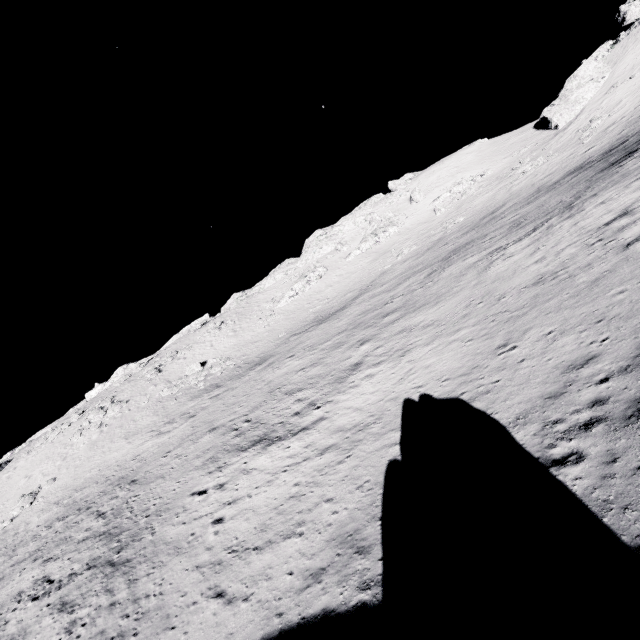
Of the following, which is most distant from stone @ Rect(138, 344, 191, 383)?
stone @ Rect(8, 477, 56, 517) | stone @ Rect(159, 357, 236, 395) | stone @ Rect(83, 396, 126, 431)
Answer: stone @ Rect(8, 477, 56, 517)

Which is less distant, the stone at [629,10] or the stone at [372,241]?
the stone at [629,10]

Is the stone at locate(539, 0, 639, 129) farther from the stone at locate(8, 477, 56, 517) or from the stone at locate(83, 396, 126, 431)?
the stone at locate(8, 477, 56, 517)

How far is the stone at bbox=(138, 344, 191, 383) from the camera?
49.4m

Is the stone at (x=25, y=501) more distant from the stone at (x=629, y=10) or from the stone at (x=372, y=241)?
the stone at (x=629, y=10)

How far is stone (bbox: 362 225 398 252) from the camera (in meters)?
59.00

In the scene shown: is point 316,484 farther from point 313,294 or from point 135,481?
point 313,294

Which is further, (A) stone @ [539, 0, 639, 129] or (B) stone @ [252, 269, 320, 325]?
(B) stone @ [252, 269, 320, 325]
